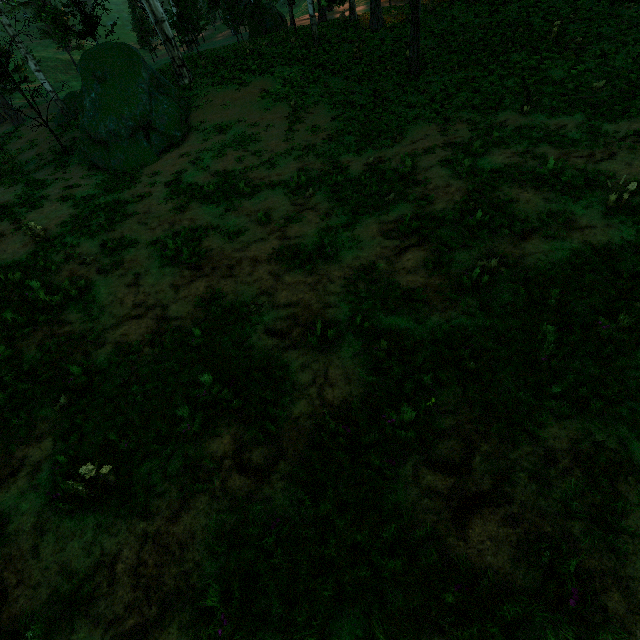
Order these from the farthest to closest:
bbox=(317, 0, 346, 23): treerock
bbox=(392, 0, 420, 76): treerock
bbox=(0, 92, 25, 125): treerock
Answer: bbox=(0, 92, 25, 125): treerock → bbox=(317, 0, 346, 23): treerock → bbox=(392, 0, 420, 76): treerock

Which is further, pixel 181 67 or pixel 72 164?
pixel 181 67

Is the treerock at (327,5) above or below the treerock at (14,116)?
above

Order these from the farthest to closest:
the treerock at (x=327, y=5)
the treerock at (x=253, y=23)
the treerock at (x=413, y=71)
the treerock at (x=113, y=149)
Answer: the treerock at (x=253, y=23) → the treerock at (x=113, y=149) → the treerock at (x=327, y=5) → the treerock at (x=413, y=71)

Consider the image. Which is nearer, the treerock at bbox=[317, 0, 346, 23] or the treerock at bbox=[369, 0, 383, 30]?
the treerock at bbox=[317, 0, 346, 23]

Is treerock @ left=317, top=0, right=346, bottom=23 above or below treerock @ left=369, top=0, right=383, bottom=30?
above
